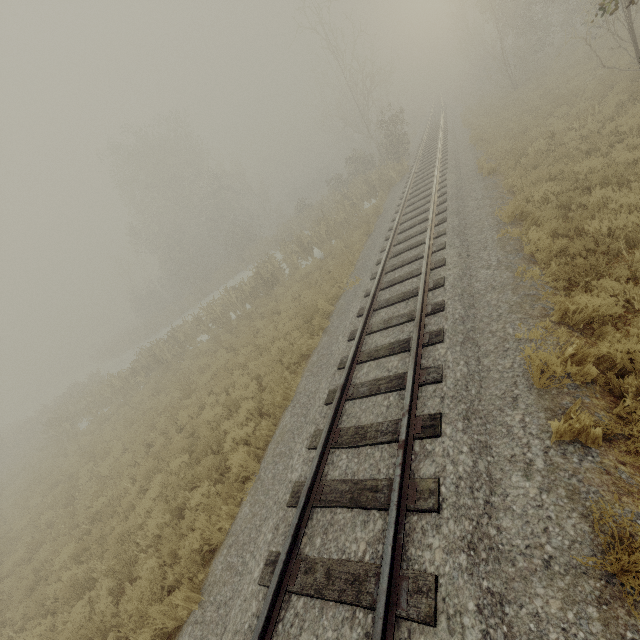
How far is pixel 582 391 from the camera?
4.3 meters
